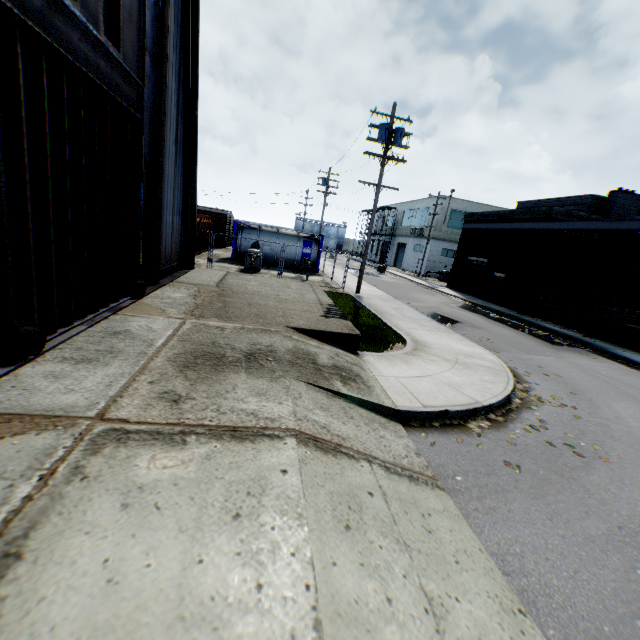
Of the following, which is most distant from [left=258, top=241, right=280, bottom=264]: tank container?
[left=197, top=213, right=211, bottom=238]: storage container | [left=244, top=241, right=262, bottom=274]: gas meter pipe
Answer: [left=197, top=213, right=211, bottom=238]: storage container

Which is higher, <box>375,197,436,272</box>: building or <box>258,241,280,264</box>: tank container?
<box>375,197,436,272</box>: building

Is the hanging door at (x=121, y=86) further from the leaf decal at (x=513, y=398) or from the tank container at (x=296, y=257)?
the tank container at (x=296, y=257)

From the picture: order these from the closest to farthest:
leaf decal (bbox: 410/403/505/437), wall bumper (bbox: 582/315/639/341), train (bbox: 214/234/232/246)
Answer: leaf decal (bbox: 410/403/505/437), wall bumper (bbox: 582/315/639/341), train (bbox: 214/234/232/246)

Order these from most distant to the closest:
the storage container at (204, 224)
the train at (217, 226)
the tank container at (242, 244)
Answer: the train at (217, 226) < the tank container at (242, 244) < the storage container at (204, 224)

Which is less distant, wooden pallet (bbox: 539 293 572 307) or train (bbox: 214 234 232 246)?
wooden pallet (bbox: 539 293 572 307)

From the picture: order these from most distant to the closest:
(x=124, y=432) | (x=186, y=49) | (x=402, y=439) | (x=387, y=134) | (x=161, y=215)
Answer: (x=387, y=134) → (x=186, y=49) → (x=161, y=215) → (x=402, y=439) → (x=124, y=432)

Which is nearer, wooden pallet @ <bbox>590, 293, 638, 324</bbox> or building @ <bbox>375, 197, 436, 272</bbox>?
wooden pallet @ <bbox>590, 293, 638, 324</bbox>
